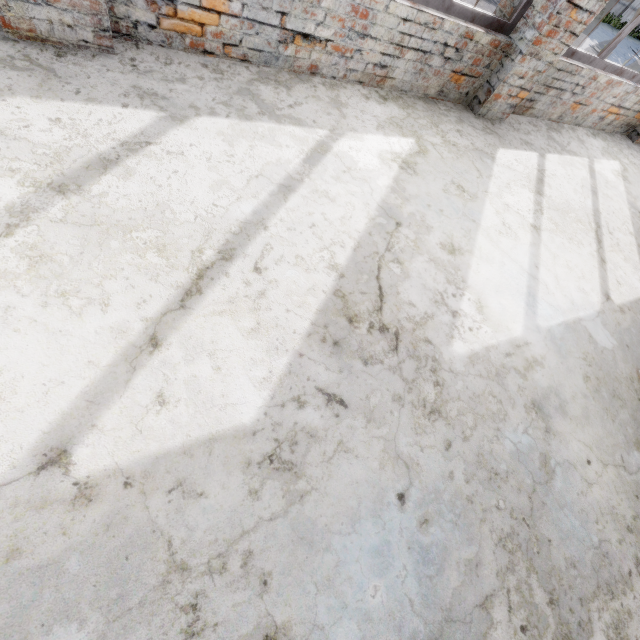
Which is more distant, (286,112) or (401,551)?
(286,112)
